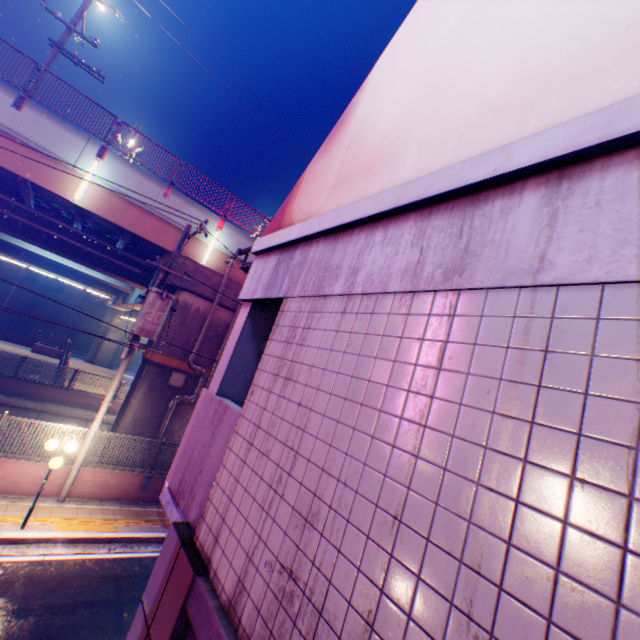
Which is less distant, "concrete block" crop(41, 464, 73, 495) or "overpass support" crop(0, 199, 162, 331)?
"concrete block" crop(41, 464, 73, 495)

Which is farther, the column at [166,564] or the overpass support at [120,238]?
the overpass support at [120,238]

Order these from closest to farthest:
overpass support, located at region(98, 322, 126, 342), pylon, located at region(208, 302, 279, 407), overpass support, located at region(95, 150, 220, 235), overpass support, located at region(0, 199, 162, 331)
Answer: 1. pylon, located at region(208, 302, 279, 407)
2. overpass support, located at region(95, 150, 220, 235)
3. overpass support, located at region(0, 199, 162, 331)
4. overpass support, located at region(98, 322, 126, 342)

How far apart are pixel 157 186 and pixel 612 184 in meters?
15.5 m

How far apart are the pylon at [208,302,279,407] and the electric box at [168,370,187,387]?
10.64m

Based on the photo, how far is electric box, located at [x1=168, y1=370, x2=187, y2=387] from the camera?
13.3m

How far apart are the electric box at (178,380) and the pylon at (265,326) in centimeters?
1064cm

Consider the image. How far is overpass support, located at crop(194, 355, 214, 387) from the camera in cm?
1399
